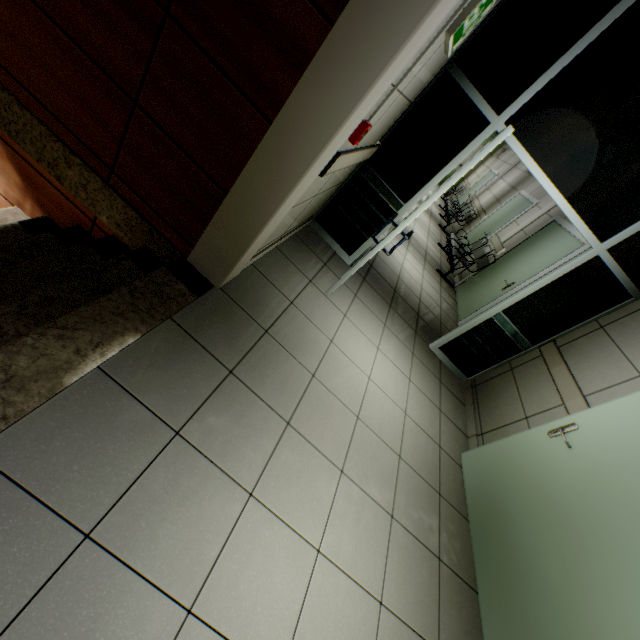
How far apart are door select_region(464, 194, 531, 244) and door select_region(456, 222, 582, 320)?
1.66m

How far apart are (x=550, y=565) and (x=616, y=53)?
3.83m

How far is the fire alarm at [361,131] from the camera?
2.0m

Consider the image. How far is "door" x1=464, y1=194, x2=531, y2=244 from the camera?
7.6m

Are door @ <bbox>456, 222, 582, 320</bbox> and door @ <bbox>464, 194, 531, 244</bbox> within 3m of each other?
yes

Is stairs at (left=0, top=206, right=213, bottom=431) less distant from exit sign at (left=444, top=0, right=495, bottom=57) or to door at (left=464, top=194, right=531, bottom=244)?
exit sign at (left=444, top=0, right=495, bottom=57)

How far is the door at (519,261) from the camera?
5.04m

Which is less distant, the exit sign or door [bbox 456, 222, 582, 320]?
the exit sign
